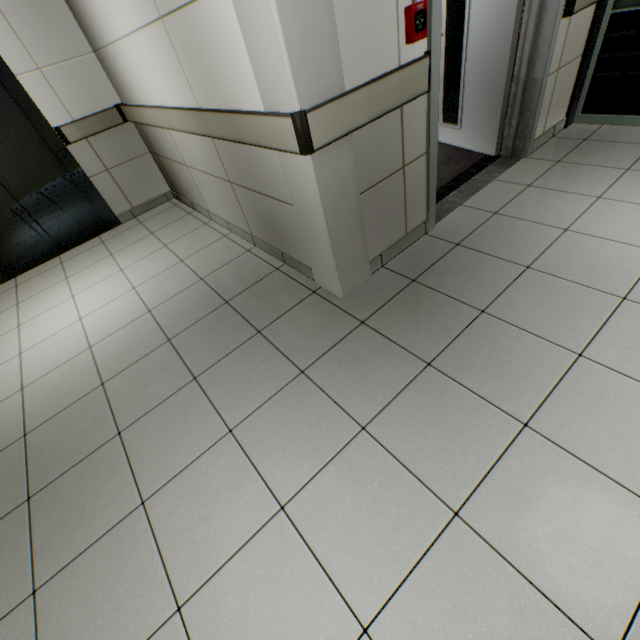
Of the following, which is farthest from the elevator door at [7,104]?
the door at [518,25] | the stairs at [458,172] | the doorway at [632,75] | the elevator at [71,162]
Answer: the doorway at [632,75]

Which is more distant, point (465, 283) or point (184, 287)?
point (184, 287)

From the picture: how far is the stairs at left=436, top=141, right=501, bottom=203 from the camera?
2.99m

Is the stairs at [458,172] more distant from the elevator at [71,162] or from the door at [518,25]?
the elevator at [71,162]

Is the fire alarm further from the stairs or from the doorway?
the doorway

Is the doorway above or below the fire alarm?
below

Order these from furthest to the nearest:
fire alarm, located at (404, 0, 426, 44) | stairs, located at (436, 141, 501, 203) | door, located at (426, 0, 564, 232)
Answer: stairs, located at (436, 141, 501, 203) → door, located at (426, 0, 564, 232) → fire alarm, located at (404, 0, 426, 44)

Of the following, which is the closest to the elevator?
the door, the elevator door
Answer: the elevator door
